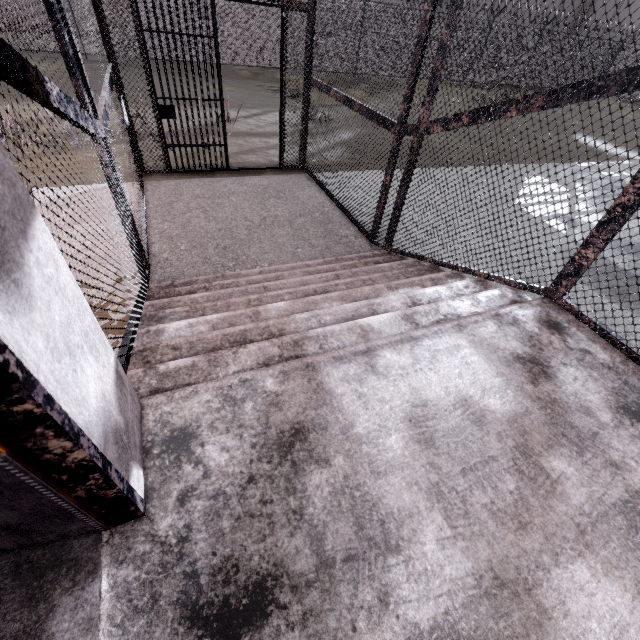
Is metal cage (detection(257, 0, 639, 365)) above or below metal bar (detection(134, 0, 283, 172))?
above

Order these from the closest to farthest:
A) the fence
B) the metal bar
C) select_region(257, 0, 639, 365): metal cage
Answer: select_region(257, 0, 639, 365): metal cage → the metal bar → the fence

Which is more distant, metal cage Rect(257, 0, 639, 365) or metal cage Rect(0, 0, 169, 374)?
metal cage Rect(257, 0, 639, 365)

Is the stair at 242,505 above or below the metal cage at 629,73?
below

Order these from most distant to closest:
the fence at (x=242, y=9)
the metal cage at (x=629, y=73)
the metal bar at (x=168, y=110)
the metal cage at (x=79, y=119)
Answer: the fence at (x=242, y=9)
the metal bar at (x=168, y=110)
the metal cage at (x=629, y=73)
the metal cage at (x=79, y=119)

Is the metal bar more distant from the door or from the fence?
the fence

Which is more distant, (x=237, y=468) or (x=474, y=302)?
(x=474, y=302)

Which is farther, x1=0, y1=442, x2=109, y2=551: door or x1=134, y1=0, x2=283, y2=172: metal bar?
x1=134, y1=0, x2=283, y2=172: metal bar
